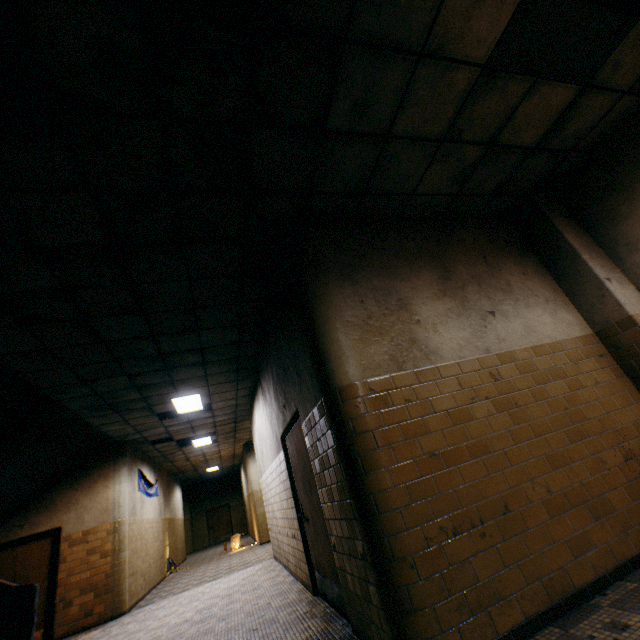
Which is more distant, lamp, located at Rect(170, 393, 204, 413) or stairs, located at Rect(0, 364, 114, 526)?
lamp, located at Rect(170, 393, 204, 413)

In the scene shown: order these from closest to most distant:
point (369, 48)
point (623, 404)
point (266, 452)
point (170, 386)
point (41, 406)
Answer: point (369, 48), point (623, 404), point (41, 406), point (170, 386), point (266, 452)

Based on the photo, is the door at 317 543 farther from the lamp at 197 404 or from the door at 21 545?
the door at 21 545

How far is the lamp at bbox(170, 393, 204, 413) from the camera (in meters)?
7.66

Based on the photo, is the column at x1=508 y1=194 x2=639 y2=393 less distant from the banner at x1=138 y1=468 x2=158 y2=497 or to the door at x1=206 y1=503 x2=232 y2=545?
the banner at x1=138 y1=468 x2=158 y2=497

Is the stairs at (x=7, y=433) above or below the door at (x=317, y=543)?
above

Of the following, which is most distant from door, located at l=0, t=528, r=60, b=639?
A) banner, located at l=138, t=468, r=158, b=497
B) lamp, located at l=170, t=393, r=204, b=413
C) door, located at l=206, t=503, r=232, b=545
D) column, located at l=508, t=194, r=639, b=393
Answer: door, located at l=206, t=503, r=232, b=545

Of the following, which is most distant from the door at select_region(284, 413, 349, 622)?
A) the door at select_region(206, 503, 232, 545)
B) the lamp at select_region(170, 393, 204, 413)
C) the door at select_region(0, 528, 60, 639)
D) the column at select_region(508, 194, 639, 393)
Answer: the door at select_region(206, 503, 232, 545)
